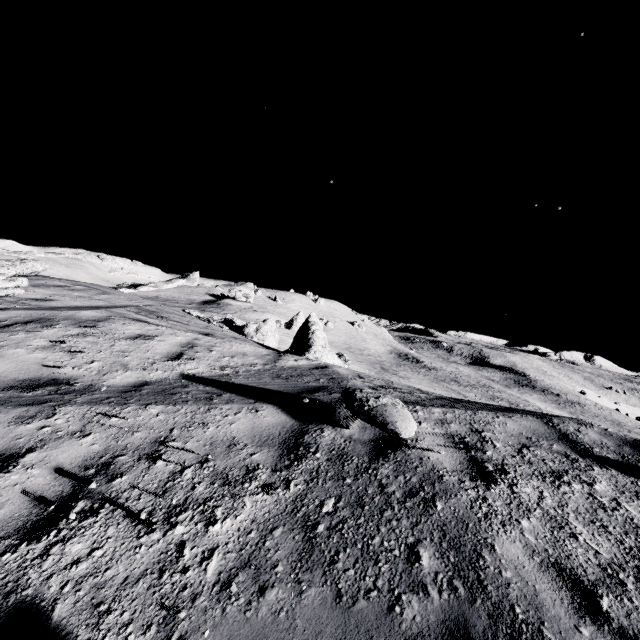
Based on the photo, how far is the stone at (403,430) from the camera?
3.8m

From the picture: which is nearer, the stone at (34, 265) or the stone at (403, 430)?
the stone at (403, 430)

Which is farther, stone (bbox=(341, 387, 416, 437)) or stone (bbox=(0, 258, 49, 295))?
stone (bbox=(0, 258, 49, 295))

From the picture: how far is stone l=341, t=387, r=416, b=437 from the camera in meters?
3.8 m

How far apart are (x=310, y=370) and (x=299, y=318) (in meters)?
35.67
